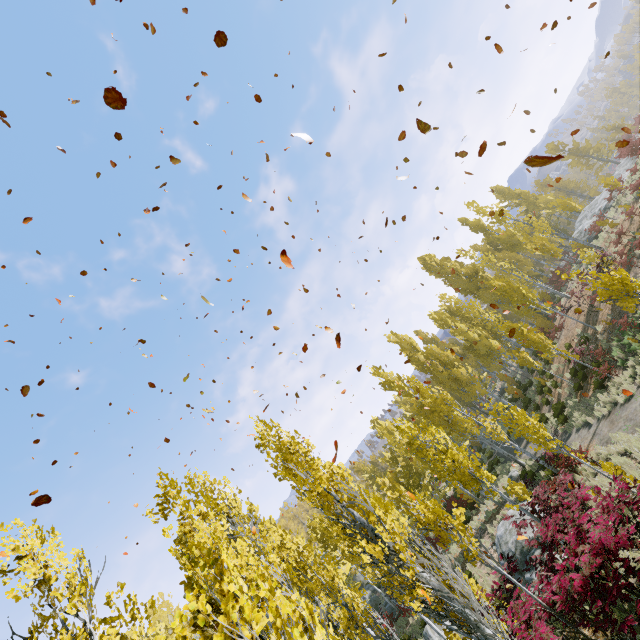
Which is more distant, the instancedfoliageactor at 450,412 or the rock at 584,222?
the rock at 584,222

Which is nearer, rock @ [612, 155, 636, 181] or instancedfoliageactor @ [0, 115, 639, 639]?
instancedfoliageactor @ [0, 115, 639, 639]

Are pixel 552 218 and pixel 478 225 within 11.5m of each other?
no

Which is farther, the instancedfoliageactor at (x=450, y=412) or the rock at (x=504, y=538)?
the rock at (x=504, y=538)

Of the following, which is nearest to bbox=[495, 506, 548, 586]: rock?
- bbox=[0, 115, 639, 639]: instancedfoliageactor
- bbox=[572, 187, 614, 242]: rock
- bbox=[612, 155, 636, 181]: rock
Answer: bbox=[0, 115, 639, 639]: instancedfoliageactor

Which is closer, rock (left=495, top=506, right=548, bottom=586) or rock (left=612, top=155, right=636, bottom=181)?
rock (left=495, top=506, right=548, bottom=586)

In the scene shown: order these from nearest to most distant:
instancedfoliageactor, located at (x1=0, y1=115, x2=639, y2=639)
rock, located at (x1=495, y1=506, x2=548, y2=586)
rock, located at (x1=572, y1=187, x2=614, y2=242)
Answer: instancedfoliageactor, located at (x1=0, y1=115, x2=639, y2=639) → rock, located at (x1=495, y1=506, x2=548, y2=586) → rock, located at (x1=572, y1=187, x2=614, y2=242)
